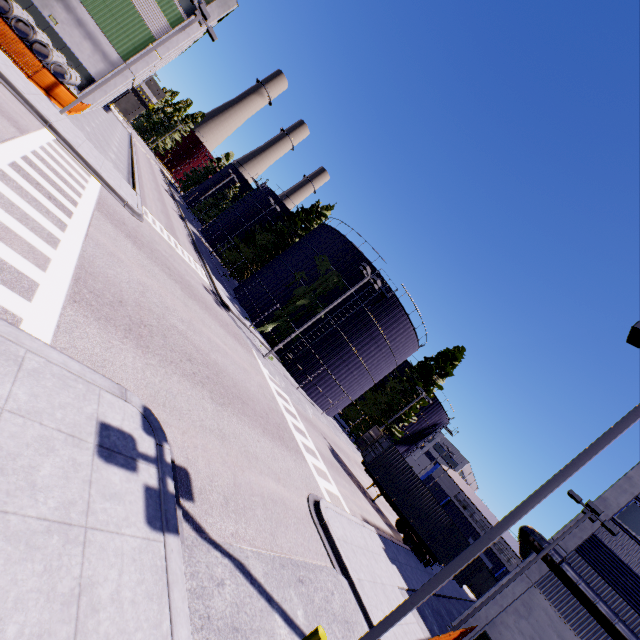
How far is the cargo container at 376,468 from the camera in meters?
22.2 m

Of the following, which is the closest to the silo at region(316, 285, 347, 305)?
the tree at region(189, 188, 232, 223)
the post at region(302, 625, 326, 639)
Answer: the tree at region(189, 188, 232, 223)

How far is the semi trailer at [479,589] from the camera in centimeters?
2798cm

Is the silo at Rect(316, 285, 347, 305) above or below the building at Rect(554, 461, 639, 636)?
below

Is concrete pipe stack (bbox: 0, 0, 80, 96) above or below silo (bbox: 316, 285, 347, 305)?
below

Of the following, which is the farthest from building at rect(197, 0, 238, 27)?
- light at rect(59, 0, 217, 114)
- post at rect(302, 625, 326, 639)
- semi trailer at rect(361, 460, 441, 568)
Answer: light at rect(59, 0, 217, 114)

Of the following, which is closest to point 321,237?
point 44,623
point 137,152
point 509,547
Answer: point 44,623

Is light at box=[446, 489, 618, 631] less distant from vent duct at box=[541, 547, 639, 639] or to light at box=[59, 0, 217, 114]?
vent duct at box=[541, 547, 639, 639]
